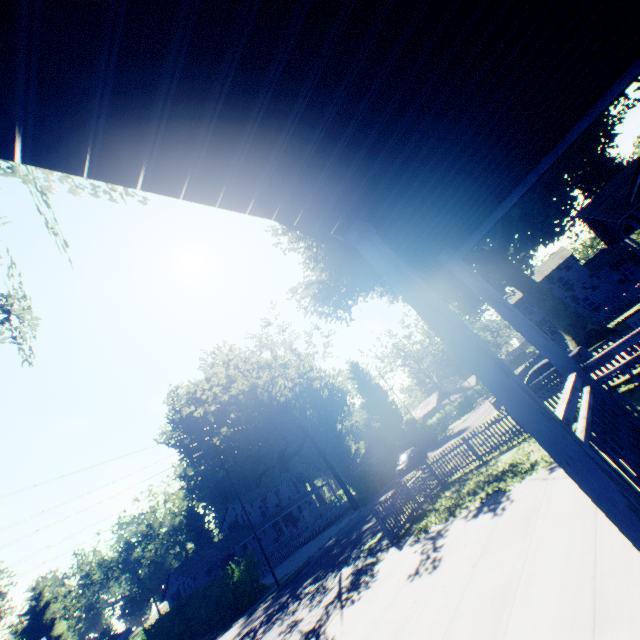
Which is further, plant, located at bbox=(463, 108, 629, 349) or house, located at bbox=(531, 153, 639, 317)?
plant, located at bbox=(463, 108, 629, 349)

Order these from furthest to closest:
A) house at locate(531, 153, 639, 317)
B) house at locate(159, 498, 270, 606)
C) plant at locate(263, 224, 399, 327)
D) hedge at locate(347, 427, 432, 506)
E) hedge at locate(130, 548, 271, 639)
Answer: house at locate(159, 498, 270, 606)
hedge at locate(347, 427, 432, 506)
plant at locate(263, 224, 399, 327)
hedge at locate(130, 548, 271, 639)
house at locate(531, 153, 639, 317)

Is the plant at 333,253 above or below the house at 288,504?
above

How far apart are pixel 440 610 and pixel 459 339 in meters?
6.1

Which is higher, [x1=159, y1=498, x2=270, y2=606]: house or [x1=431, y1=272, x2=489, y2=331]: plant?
[x1=431, y1=272, x2=489, y2=331]: plant

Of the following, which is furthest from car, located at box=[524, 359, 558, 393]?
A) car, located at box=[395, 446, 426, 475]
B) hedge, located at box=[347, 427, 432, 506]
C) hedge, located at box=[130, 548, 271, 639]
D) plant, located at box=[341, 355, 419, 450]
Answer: plant, located at box=[341, 355, 419, 450]

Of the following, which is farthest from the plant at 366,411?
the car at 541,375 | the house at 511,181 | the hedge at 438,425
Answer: the house at 511,181

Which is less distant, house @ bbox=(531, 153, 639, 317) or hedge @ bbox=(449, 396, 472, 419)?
house @ bbox=(531, 153, 639, 317)
